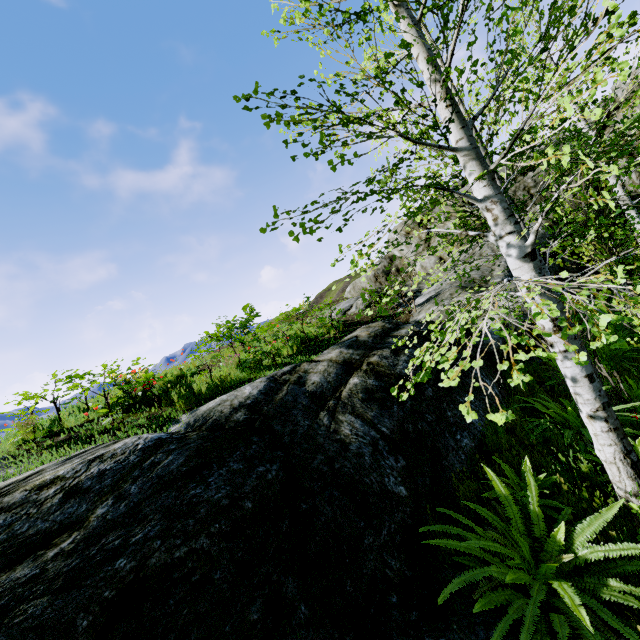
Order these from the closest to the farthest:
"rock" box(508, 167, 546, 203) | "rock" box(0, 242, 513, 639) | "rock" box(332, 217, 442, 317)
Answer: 1. "rock" box(0, 242, 513, 639)
2. "rock" box(508, 167, 546, 203)
3. "rock" box(332, 217, 442, 317)

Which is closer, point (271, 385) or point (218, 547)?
point (218, 547)

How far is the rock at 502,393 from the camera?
6.0 meters

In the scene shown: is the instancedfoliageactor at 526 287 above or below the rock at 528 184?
below

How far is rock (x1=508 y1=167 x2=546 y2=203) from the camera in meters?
13.4 m

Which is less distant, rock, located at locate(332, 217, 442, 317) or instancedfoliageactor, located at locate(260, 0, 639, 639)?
instancedfoliageactor, located at locate(260, 0, 639, 639)
